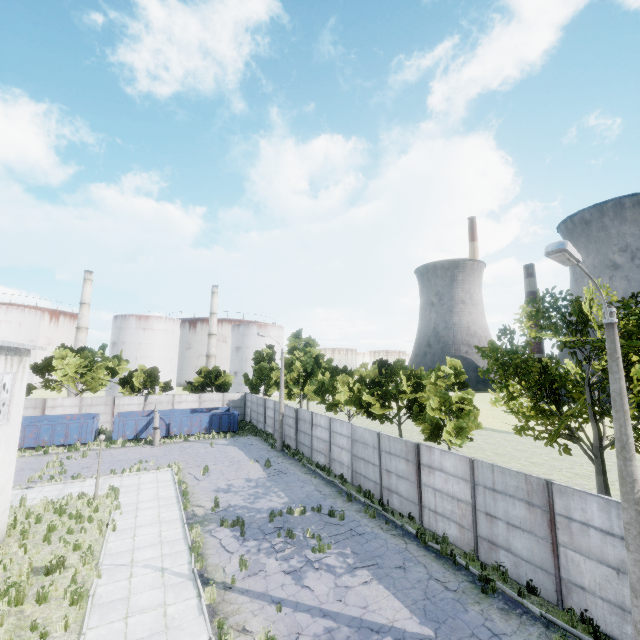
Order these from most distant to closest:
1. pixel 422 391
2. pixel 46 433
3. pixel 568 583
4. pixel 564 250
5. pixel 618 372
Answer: pixel 46 433, pixel 422 391, pixel 568 583, pixel 618 372, pixel 564 250

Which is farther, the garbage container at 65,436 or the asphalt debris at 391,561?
the garbage container at 65,436

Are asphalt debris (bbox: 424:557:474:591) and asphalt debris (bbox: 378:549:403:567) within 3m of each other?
yes

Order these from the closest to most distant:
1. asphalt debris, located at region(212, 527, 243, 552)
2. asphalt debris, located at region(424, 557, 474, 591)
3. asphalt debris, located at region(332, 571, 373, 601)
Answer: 1. asphalt debris, located at region(332, 571, 373, 601)
2. asphalt debris, located at region(424, 557, 474, 591)
3. asphalt debris, located at region(212, 527, 243, 552)

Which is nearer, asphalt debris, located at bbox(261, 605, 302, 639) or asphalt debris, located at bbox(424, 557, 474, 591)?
asphalt debris, located at bbox(261, 605, 302, 639)

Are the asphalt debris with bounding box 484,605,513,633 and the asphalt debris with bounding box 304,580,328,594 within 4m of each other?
no

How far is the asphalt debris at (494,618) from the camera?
9.1m

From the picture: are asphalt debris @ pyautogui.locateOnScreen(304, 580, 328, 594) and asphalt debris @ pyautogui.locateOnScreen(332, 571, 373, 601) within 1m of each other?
yes
